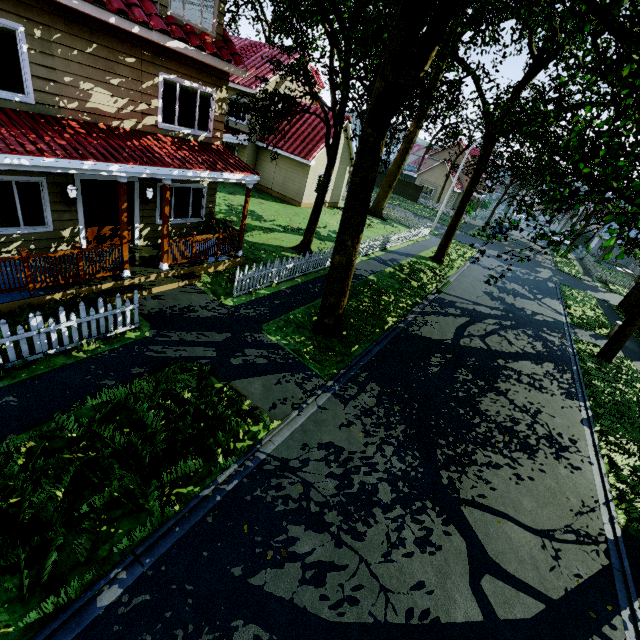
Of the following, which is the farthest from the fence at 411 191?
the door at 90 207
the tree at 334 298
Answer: the door at 90 207

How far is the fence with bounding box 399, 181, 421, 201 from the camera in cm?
4688

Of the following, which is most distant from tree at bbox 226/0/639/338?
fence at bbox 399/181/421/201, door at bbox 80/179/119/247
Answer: door at bbox 80/179/119/247

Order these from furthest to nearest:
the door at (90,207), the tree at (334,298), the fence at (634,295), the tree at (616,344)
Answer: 1. the fence at (634,295)
2. the tree at (616,344)
3. the door at (90,207)
4. the tree at (334,298)

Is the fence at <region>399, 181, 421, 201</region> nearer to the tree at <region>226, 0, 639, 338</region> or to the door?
the tree at <region>226, 0, 639, 338</region>

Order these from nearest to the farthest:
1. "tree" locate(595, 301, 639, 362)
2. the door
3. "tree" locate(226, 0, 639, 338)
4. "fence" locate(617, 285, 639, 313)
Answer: "tree" locate(226, 0, 639, 338) < the door < "tree" locate(595, 301, 639, 362) < "fence" locate(617, 285, 639, 313)

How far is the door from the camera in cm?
910

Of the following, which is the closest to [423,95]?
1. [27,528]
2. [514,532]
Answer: [514,532]
